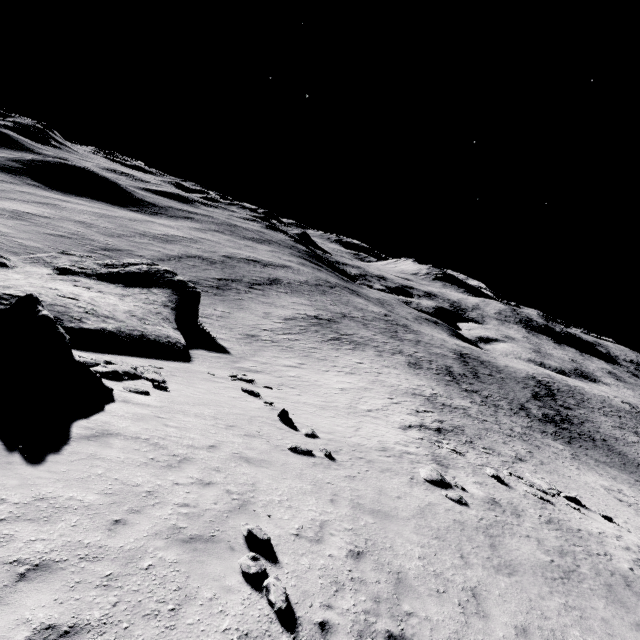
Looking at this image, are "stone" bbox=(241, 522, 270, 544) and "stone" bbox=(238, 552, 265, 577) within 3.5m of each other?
yes

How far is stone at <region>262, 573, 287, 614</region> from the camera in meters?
5.4

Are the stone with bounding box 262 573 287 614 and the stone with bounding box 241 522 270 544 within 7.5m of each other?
yes

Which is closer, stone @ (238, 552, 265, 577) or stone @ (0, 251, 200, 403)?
stone @ (238, 552, 265, 577)

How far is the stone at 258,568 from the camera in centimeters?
589cm

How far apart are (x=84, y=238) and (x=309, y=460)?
65.6m

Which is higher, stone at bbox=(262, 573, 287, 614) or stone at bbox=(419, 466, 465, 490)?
stone at bbox=(262, 573, 287, 614)

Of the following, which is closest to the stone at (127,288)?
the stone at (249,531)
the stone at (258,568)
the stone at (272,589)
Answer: the stone at (249,531)
